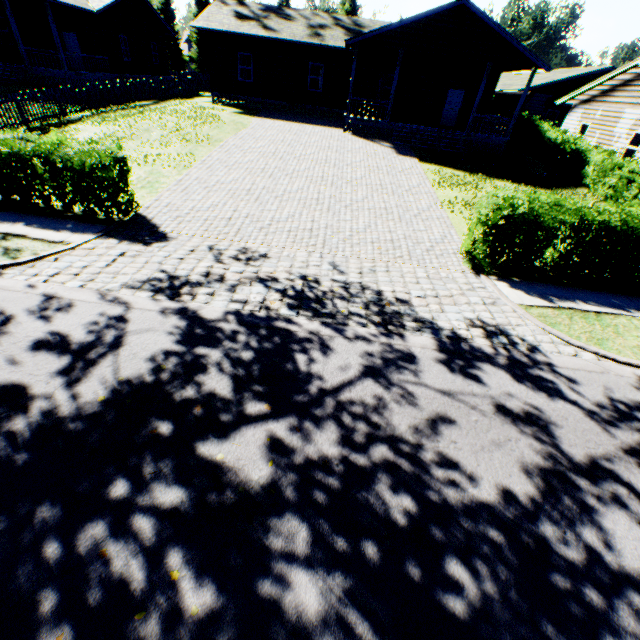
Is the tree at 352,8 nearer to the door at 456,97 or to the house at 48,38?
the house at 48,38

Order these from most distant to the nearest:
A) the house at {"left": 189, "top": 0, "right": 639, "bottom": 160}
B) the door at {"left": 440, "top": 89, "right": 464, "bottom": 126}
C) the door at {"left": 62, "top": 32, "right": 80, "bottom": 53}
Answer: the door at {"left": 62, "top": 32, "right": 80, "bottom": 53}, the door at {"left": 440, "top": 89, "right": 464, "bottom": 126}, the house at {"left": 189, "top": 0, "right": 639, "bottom": 160}

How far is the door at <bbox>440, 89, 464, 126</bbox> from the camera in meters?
22.8

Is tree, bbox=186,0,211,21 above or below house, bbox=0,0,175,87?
above

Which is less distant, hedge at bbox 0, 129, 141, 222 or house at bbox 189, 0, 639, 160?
hedge at bbox 0, 129, 141, 222

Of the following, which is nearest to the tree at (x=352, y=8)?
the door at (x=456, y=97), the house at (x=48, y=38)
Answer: the house at (x=48, y=38)

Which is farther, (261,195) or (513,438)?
(261,195)

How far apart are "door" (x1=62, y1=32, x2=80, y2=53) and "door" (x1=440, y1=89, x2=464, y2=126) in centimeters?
2737cm
